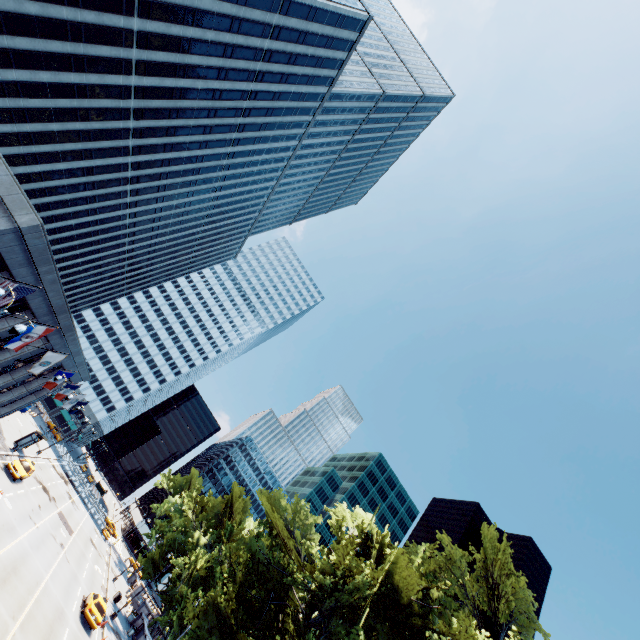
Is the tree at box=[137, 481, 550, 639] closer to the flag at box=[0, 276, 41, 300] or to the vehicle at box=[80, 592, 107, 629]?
the vehicle at box=[80, 592, 107, 629]

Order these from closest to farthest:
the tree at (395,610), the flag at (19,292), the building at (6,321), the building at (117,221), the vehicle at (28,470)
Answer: the flag at (19,292) < the tree at (395,610) < the building at (6,321) < the building at (117,221) < the vehicle at (28,470)

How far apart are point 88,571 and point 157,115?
57.9 meters

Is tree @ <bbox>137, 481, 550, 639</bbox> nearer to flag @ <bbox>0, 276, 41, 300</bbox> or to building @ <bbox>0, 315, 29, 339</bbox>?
flag @ <bbox>0, 276, 41, 300</bbox>

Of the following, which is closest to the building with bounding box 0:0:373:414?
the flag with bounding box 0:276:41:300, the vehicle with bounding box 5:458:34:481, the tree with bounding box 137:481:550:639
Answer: the flag with bounding box 0:276:41:300

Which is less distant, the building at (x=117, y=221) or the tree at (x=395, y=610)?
the tree at (x=395, y=610)

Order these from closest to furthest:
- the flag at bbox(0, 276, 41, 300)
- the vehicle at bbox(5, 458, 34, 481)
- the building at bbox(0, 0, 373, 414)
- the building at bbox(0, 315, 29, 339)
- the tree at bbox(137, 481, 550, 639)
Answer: the flag at bbox(0, 276, 41, 300) < the tree at bbox(137, 481, 550, 639) < the building at bbox(0, 315, 29, 339) < the building at bbox(0, 0, 373, 414) < the vehicle at bbox(5, 458, 34, 481)

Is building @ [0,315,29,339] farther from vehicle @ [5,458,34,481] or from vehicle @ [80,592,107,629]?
vehicle @ [80,592,107,629]
